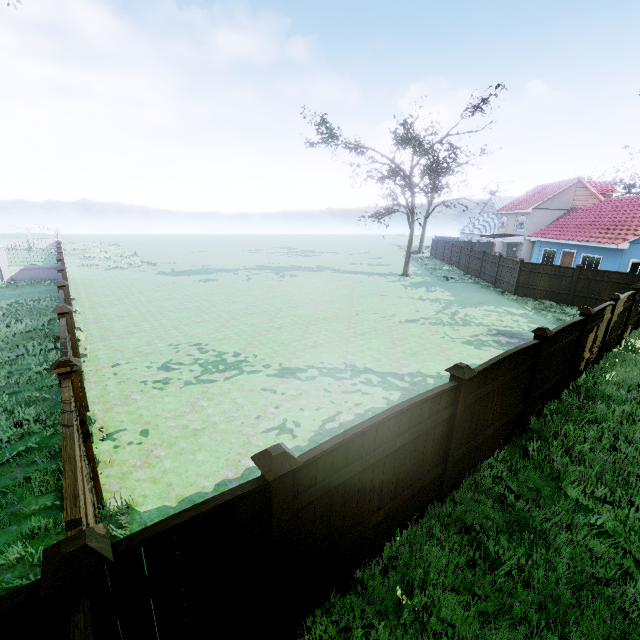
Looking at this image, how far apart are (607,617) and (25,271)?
29.5m

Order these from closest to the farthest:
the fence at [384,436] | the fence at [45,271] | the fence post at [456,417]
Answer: the fence at [384,436], the fence post at [456,417], the fence at [45,271]

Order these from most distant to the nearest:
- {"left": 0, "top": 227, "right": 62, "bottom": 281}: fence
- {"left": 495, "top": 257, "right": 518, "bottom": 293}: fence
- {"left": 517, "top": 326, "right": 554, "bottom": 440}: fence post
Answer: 1. {"left": 495, "top": 257, "right": 518, "bottom": 293}: fence
2. {"left": 0, "top": 227, "right": 62, "bottom": 281}: fence
3. {"left": 517, "top": 326, "right": 554, "bottom": 440}: fence post

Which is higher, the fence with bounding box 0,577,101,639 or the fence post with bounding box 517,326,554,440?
the fence post with bounding box 517,326,554,440

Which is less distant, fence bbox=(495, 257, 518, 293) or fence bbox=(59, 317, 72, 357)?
fence bbox=(59, 317, 72, 357)

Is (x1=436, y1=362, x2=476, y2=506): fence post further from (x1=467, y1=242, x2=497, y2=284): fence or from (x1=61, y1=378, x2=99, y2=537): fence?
(x1=467, y1=242, x2=497, y2=284): fence

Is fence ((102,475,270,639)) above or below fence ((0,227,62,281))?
above

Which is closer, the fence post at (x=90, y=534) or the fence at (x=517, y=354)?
the fence post at (x=90, y=534)
